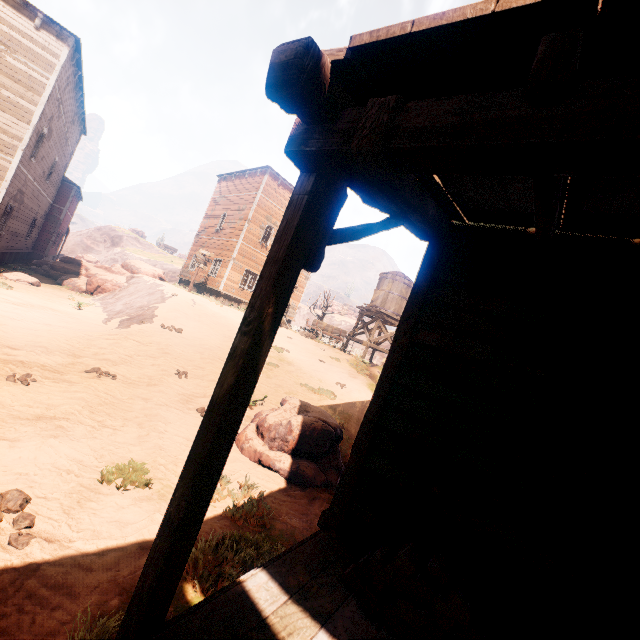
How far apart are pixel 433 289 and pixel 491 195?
1.0m

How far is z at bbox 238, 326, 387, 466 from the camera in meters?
10.1 m

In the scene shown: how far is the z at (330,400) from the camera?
10.1 meters

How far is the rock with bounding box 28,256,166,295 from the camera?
18.9m

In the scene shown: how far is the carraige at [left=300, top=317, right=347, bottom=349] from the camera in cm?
2412

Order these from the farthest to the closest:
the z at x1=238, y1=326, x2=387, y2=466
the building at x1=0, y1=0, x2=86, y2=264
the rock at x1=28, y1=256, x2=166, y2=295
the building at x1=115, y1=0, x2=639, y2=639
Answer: the rock at x1=28, y1=256, x2=166, y2=295
the building at x1=0, y1=0, x2=86, y2=264
the z at x1=238, y1=326, x2=387, y2=466
the building at x1=115, y1=0, x2=639, y2=639

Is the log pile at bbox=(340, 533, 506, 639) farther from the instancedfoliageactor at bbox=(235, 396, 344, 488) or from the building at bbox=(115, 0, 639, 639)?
the instancedfoliageactor at bbox=(235, 396, 344, 488)
